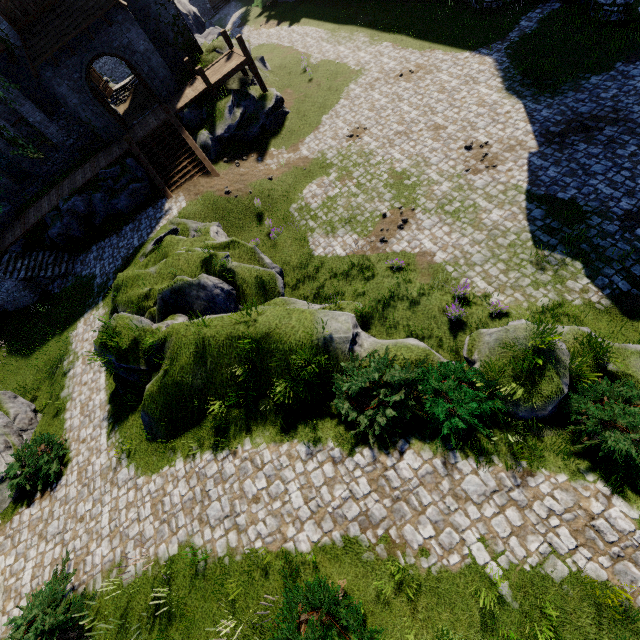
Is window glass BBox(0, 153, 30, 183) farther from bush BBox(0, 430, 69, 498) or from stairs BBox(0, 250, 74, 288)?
bush BBox(0, 430, 69, 498)

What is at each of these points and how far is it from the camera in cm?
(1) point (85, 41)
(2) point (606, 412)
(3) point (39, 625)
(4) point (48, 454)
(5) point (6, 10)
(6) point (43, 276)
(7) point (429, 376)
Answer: (1) double door, 1788
(2) bush, 652
(3) bush, 733
(4) bush, 1138
(5) building, 1598
(6) stairs, 1894
(7) bush, 786

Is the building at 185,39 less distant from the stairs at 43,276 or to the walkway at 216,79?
the walkway at 216,79

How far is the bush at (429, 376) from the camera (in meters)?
7.49

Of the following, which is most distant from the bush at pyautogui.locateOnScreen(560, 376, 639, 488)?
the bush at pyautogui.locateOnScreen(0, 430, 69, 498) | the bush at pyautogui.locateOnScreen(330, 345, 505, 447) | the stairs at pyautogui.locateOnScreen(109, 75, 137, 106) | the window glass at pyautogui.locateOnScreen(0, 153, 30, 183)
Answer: the stairs at pyautogui.locateOnScreen(109, 75, 137, 106)

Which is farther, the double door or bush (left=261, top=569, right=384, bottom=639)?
the double door

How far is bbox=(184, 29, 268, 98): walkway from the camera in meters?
19.4

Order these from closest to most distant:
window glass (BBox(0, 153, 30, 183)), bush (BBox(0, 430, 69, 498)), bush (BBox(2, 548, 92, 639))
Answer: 1. bush (BBox(2, 548, 92, 639))
2. bush (BBox(0, 430, 69, 498))
3. window glass (BBox(0, 153, 30, 183))
